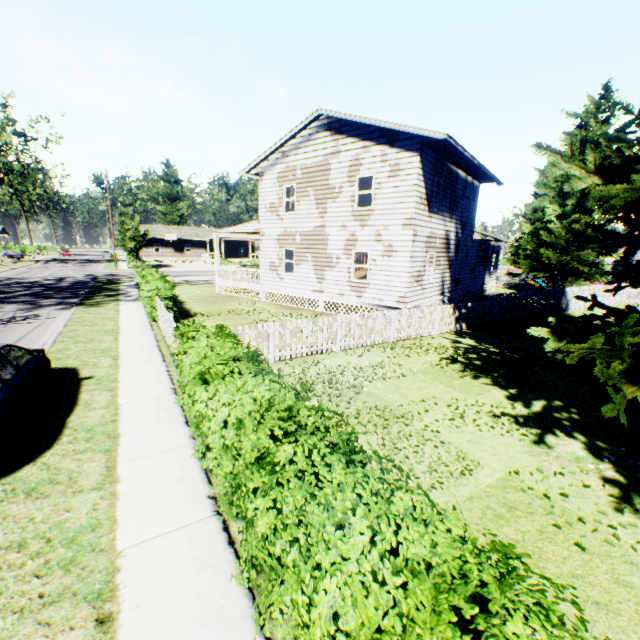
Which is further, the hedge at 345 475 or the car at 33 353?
the car at 33 353

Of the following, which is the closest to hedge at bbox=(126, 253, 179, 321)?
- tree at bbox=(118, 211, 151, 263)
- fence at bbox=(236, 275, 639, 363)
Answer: fence at bbox=(236, 275, 639, 363)

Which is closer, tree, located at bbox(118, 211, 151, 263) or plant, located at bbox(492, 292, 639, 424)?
plant, located at bbox(492, 292, 639, 424)

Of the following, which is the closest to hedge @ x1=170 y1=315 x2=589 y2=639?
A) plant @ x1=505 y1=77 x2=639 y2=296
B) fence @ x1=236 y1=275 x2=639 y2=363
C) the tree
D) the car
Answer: fence @ x1=236 y1=275 x2=639 y2=363

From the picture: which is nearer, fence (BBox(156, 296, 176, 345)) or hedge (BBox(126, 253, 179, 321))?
fence (BBox(156, 296, 176, 345))

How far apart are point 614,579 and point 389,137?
15.3 meters

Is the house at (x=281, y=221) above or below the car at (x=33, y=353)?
above

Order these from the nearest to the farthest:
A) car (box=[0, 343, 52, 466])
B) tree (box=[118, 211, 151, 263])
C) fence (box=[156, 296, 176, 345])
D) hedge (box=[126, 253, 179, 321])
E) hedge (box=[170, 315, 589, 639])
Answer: hedge (box=[170, 315, 589, 639]) < car (box=[0, 343, 52, 466]) < fence (box=[156, 296, 176, 345]) < hedge (box=[126, 253, 179, 321]) < tree (box=[118, 211, 151, 263])
